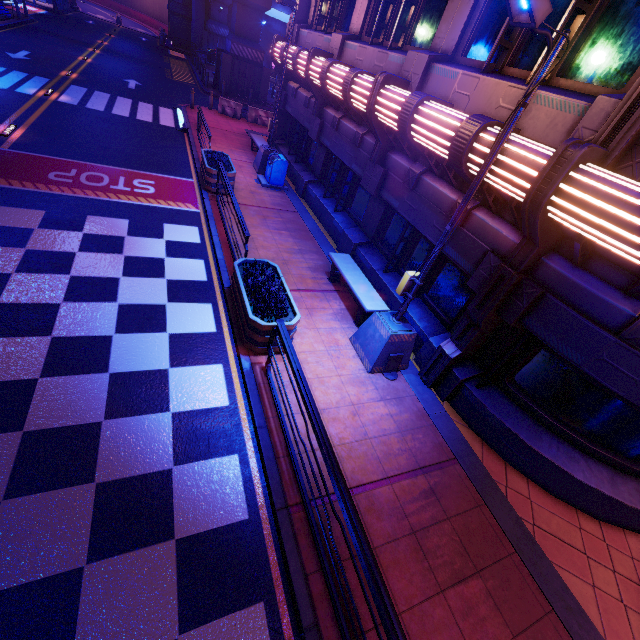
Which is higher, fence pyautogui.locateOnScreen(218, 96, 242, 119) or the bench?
Result: the bench

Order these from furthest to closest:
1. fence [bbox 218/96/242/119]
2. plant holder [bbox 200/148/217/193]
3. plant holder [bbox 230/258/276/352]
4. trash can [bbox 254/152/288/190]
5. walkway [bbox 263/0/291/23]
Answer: walkway [bbox 263/0/291/23] < fence [bbox 218/96/242/119] < trash can [bbox 254/152/288/190] < plant holder [bbox 200/148/217/193] < plant holder [bbox 230/258/276/352]

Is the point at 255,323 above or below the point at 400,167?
below

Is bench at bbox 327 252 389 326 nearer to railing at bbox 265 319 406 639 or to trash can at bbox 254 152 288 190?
railing at bbox 265 319 406 639

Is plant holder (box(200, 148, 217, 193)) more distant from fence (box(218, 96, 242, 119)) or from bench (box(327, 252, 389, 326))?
fence (box(218, 96, 242, 119))

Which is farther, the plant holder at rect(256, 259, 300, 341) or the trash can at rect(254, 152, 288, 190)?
the trash can at rect(254, 152, 288, 190)

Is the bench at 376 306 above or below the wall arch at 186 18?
below

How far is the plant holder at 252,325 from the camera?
5.9m
